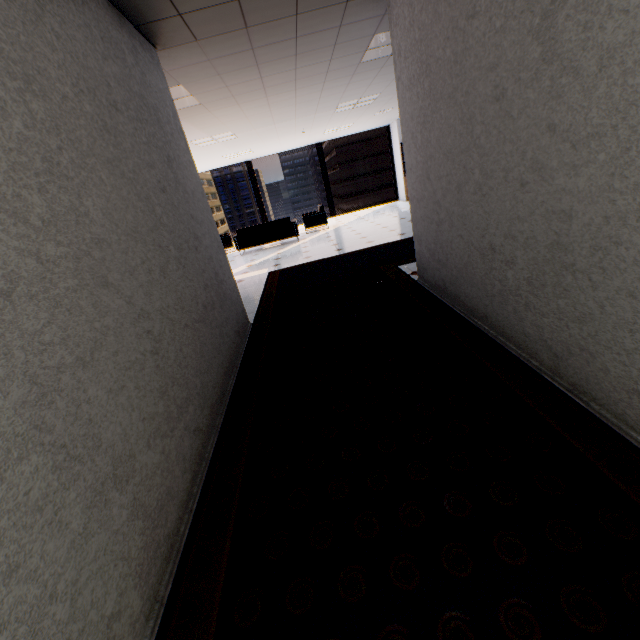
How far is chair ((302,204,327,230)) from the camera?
10.93m

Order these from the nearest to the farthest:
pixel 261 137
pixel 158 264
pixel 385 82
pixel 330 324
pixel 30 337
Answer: pixel 30 337
pixel 158 264
pixel 330 324
pixel 385 82
pixel 261 137

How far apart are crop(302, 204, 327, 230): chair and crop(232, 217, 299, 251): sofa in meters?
0.6 m

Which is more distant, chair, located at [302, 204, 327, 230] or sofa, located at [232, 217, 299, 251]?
chair, located at [302, 204, 327, 230]

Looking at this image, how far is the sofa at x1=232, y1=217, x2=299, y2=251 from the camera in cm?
972

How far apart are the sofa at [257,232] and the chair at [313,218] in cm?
57

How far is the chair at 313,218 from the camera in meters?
10.9 m
